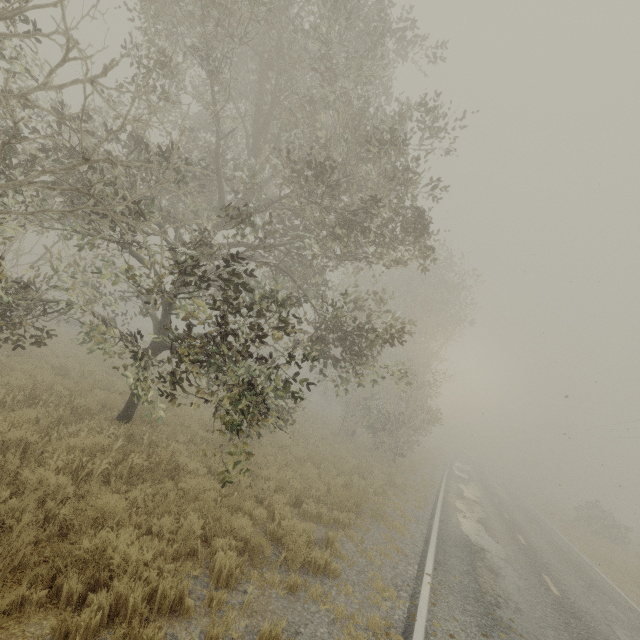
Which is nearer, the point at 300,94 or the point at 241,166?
the point at 300,94

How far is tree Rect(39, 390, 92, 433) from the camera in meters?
7.8 m

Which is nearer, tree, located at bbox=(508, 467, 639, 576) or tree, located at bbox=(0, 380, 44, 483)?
tree, located at bbox=(0, 380, 44, 483)

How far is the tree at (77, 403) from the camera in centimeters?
775cm

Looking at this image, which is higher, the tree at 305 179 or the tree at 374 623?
the tree at 305 179

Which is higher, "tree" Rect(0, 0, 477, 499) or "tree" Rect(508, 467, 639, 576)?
"tree" Rect(0, 0, 477, 499)

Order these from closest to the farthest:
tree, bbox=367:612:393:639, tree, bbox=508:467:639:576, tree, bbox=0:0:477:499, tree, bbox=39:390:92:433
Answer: tree, bbox=367:612:393:639 < tree, bbox=0:0:477:499 < tree, bbox=39:390:92:433 < tree, bbox=508:467:639:576

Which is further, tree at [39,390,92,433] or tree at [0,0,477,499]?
tree at [39,390,92,433]
